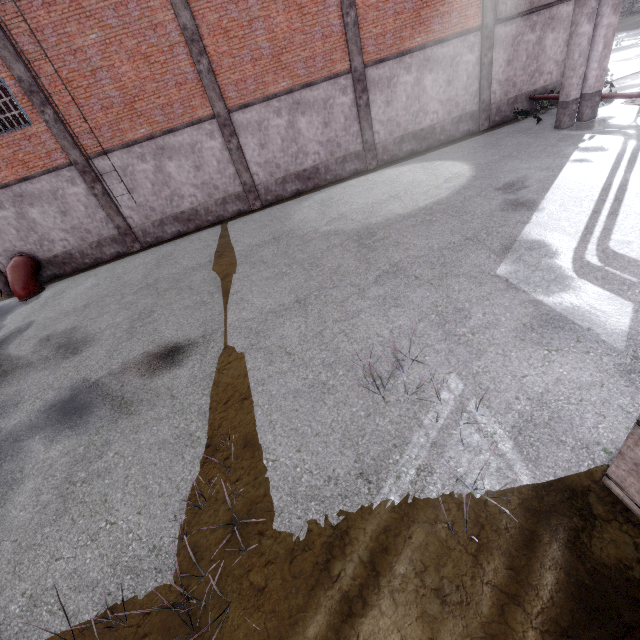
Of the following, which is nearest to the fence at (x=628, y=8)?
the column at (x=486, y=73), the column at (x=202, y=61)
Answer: the column at (x=486, y=73)

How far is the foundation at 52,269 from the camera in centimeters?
1456cm

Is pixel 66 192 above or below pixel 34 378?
above

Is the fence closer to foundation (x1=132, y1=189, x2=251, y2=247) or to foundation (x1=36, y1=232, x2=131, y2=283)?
foundation (x1=132, y1=189, x2=251, y2=247)

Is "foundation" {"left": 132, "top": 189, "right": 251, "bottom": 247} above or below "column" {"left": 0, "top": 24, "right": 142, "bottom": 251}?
below

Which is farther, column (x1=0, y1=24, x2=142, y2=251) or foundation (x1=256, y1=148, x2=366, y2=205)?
foundation (x1=256, y1=148, x2=366, y2=205)

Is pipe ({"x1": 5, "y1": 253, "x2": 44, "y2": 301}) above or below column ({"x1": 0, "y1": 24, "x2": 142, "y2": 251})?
below

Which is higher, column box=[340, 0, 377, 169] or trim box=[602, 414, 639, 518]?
column box=[340, 0, 377, 169]
